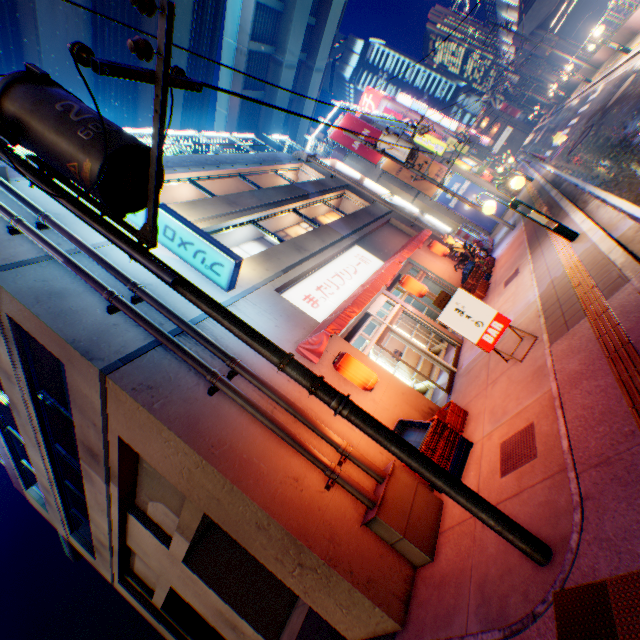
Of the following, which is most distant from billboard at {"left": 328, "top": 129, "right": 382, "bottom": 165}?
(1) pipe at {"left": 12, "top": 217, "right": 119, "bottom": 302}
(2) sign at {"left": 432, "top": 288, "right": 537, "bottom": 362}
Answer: (1) pipe at {"left": 12, "top": 217, "right": 119, "bottom": 302}

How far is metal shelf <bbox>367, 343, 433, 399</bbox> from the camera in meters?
10.4 m

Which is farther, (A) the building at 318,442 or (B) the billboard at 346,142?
(B) the billboard at 346,142

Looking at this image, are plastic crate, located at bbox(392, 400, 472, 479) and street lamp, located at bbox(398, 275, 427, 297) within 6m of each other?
yes

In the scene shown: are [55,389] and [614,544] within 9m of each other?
no

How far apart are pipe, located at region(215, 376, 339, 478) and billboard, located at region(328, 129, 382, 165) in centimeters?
2145cm

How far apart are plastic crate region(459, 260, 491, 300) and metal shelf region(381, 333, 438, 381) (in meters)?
2.04

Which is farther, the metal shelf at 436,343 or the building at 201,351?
the metal shelf at 436,343
